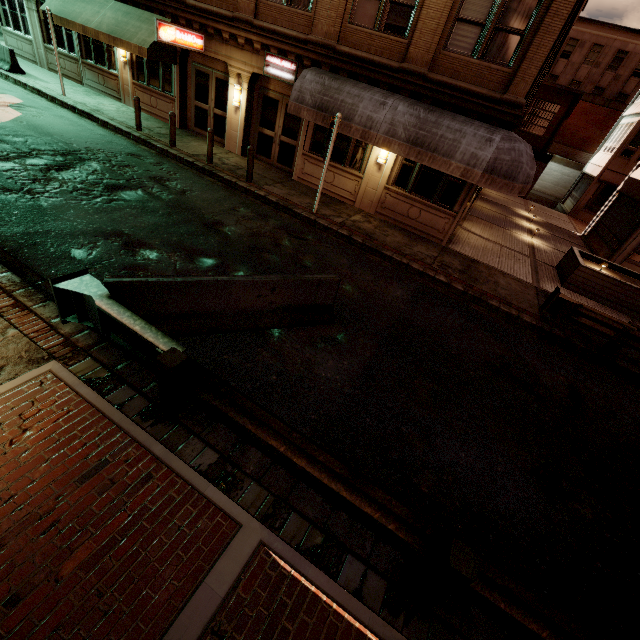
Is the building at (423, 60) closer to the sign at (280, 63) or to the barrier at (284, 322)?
the sign at (280, 63)

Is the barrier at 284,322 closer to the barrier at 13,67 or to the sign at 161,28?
the sign at 161,28

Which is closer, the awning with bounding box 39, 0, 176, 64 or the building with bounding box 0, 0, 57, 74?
the awning with bounding box 39, 0, 176, 64

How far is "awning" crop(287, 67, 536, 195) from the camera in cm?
945

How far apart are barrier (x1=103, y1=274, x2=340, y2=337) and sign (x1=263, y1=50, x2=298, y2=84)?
10.0m

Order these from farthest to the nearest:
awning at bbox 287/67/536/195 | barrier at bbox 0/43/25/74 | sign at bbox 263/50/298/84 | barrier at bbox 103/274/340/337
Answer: barrier at bbox 0/43/25/74, sign at bbox 263/50/298/84, awning at bbox 287/67/536/195, barrier at bbox 103/274/340/337

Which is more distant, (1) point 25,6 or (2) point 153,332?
(1) point 25,6

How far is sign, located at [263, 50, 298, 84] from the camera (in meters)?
12.01
